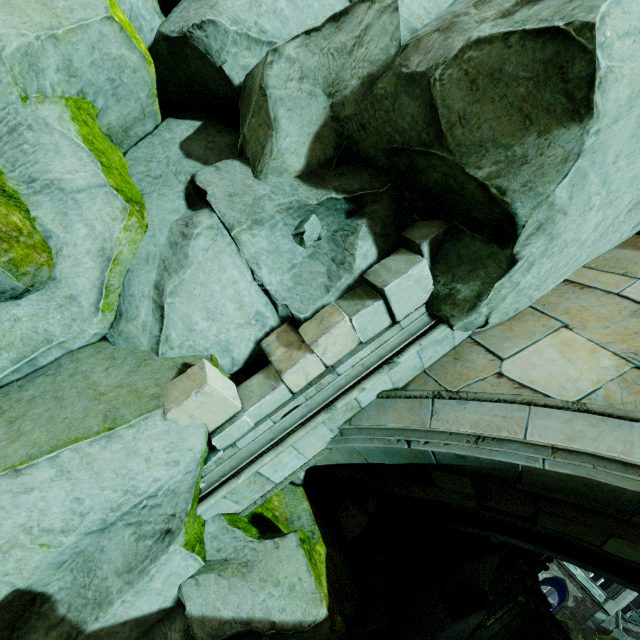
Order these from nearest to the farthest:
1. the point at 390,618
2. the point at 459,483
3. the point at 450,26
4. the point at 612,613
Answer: the point at 450,26 → the point at 459,483 → the point at 390,618 → the point at 612,613

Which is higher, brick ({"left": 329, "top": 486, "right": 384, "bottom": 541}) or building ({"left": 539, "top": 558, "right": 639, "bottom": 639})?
building ({"left": 539, "top": 558, "right": 639, "bottom": 639})

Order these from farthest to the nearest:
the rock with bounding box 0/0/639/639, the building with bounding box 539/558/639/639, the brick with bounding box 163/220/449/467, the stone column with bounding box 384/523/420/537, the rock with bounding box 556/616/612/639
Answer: the building with bounding box 539/558/639/639, the rock with bounding box 556/616/612/639, the stone column with bounding box 384/523/420/537, the brick with bounding box 163/220/449/467, the rock with bounding box 0/0/639/639

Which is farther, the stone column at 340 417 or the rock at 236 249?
the stone column at 340 417

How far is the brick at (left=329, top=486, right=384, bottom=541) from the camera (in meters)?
4.65

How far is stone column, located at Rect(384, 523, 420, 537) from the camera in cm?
583

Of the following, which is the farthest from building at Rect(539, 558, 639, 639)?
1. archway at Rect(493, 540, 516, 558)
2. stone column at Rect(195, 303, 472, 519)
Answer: stone column at Rect(195, 303, 472, 519)

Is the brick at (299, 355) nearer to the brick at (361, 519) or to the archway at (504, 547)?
the brick at (361, 519)
